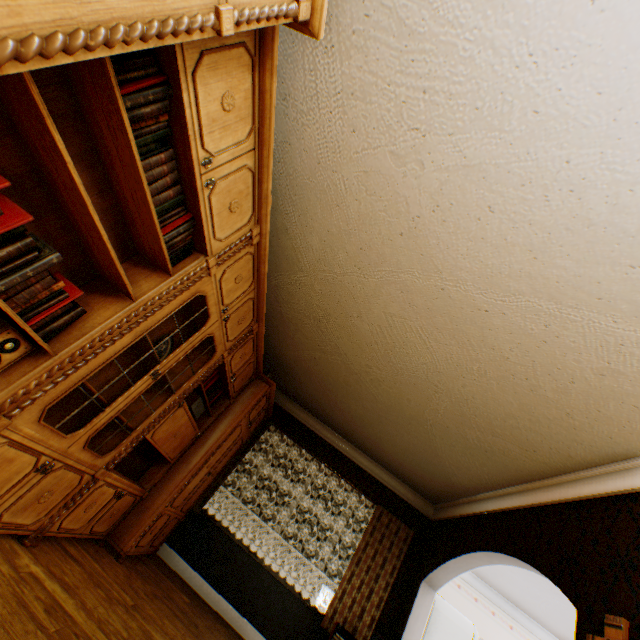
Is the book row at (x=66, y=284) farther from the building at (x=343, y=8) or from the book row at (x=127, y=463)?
the book row at (x=127, y=463)

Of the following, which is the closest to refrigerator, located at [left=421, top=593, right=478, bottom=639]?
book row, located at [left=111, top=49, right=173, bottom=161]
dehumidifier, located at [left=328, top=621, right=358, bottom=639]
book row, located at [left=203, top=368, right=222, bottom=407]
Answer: dehumidifier, located at [left=328, top=621, right=358, bottom=639]

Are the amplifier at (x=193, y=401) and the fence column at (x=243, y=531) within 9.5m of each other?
no

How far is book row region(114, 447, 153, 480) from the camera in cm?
321

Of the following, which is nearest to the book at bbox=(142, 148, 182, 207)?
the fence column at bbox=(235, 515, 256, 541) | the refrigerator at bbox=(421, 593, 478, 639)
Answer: the refrigerator at bbox=(421, 593, 478, 639)

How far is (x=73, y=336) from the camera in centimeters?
177cm

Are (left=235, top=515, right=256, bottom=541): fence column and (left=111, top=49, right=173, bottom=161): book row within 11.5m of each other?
no

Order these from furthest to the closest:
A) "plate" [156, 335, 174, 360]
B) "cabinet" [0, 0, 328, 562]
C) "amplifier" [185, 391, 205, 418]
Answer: "amplifier" [185, 391, 205, 418] → "plate" [156, 335, 174, 360] → "cabinet" [0, 0, 328, 562]
